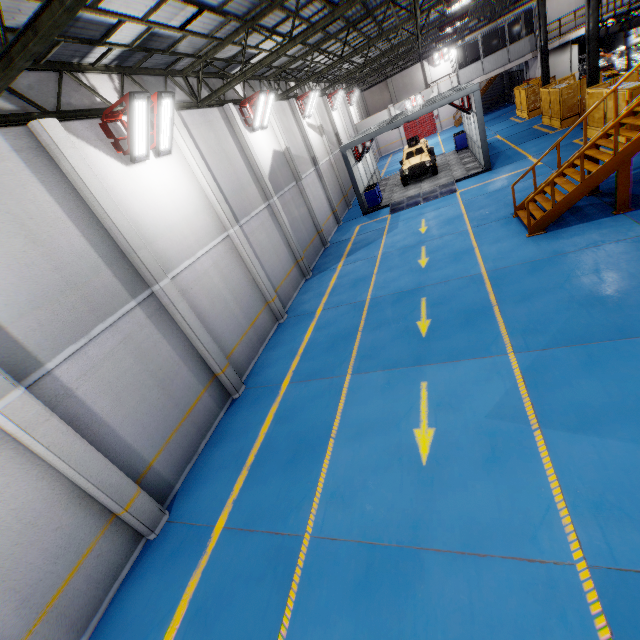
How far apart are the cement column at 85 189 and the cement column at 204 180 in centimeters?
346cm

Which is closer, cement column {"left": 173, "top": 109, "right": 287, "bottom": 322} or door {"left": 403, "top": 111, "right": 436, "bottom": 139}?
cement column {"left": 173, "top": 109, "right": 287, "bottom": 322}

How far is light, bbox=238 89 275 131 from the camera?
13.5m

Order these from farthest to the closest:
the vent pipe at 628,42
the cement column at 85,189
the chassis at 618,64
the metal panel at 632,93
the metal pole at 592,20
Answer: the chassis at 618,64
the vent pipe at 628,42
the metal pole at 592,20
the metal panel at 632,93
the cement column at 85,189

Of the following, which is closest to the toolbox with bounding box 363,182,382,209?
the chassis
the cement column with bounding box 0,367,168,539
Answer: the chassis

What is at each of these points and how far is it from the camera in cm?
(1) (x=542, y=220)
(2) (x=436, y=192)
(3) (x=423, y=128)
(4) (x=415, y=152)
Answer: (1) metal stair, 1053
(2) metal ramp, 1923
(3) door, 4175
(4) car, 2270

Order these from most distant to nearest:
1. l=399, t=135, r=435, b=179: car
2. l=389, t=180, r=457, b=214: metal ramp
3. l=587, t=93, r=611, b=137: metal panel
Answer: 1. l=399, t=135, r=435, b=179: car
2. l=389, t=180, r=457, b=214: metal ramp
3. l=587, t=93, r=611, b=137: metal panel

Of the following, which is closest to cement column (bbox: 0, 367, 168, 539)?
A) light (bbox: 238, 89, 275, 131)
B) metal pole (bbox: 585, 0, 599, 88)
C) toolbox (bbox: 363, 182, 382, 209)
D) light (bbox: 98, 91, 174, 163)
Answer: light (bbox: 98, 91, 174, 163)
